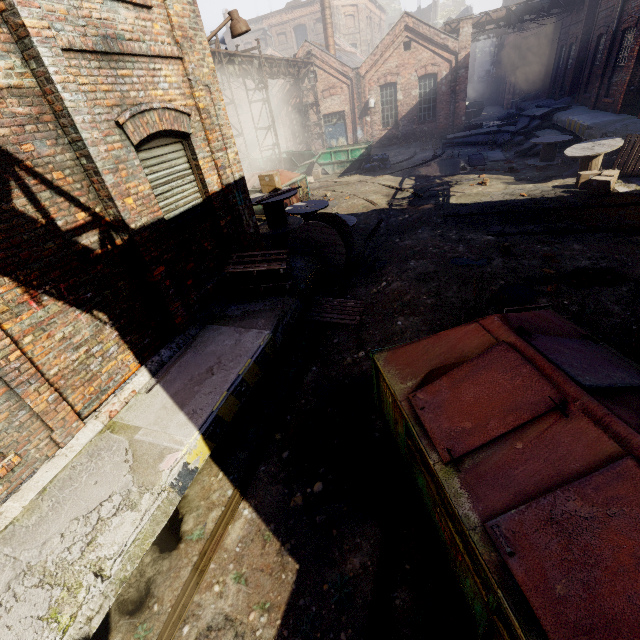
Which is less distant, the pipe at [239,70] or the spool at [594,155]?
the spool at [594,155]

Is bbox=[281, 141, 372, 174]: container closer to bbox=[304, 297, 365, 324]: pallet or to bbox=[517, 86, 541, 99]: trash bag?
bbox=[304, 297, 365, 324]: pallet

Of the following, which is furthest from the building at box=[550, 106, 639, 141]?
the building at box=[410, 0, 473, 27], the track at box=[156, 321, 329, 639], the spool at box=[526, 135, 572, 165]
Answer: the building at box=[410, 0, 473, 27]

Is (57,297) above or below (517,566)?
above

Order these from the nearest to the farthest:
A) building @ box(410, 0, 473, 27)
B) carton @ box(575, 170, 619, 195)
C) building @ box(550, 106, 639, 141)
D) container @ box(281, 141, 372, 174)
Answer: carton @ box(575, 170, 619, 195), building @ box(550, 106, 639, 141), container @ box(281, 141, 372, 174), building @ box(410, 0, 473, 27)

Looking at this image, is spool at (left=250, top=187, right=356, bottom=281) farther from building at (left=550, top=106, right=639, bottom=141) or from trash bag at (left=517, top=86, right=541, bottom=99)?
trash bag at (left=517, top=86, right=541, bottom=99)

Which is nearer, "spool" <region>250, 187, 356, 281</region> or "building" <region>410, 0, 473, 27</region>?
"spool" <region>250, 187, 356, 281</region>

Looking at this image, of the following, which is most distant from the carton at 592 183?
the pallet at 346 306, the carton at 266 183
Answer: the carton at 266 183
